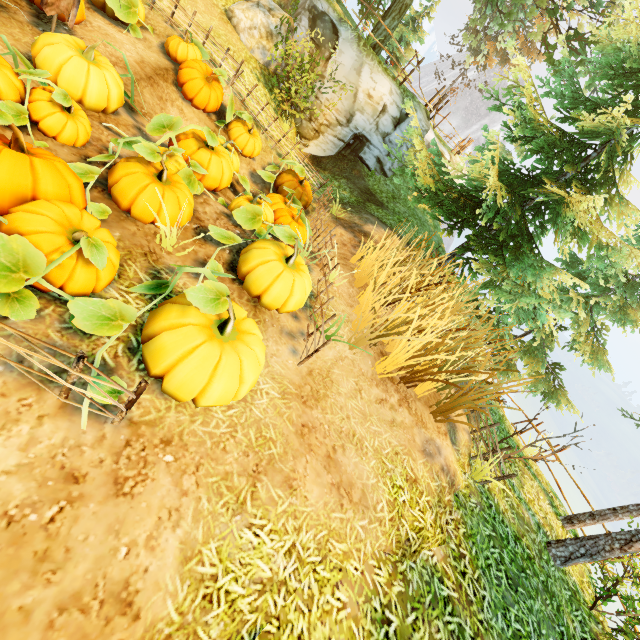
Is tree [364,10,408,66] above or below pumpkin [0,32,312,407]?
above

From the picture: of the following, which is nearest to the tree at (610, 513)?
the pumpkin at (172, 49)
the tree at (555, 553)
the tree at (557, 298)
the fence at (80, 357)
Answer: the tree at (555, 553)

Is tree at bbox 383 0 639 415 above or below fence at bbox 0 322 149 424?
above

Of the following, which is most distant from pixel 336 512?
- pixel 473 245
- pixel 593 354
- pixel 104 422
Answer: pixel 593 354

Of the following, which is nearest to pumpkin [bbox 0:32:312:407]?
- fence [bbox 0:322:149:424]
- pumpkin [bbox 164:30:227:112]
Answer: fence [bbox 0:322:149:424]

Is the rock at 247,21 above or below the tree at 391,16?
below

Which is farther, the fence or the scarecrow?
the scarecrow

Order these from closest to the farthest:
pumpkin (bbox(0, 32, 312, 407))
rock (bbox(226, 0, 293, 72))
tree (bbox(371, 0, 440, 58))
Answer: pumpkin (bbox(0, 32, 312, 407))
rock (bbox(226, 0, 293, 72))
tree (bbox(371, 0, 440, 58))
